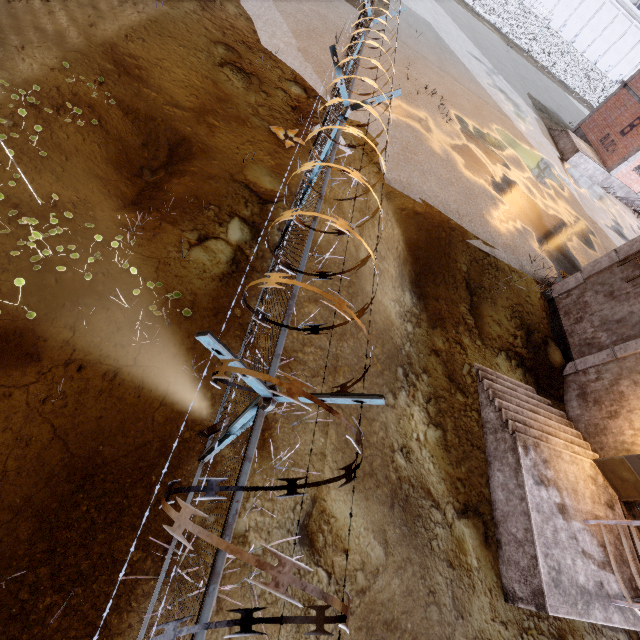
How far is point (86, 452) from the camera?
3.77m

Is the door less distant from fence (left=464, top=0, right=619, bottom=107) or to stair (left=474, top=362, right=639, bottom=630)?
stair (left=474, top=362, right=639, bottom=630)

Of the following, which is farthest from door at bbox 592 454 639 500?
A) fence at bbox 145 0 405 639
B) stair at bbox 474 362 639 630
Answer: fence at bbox 145 0 405 639

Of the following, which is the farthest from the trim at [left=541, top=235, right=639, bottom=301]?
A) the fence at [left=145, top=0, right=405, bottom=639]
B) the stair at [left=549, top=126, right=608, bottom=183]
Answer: the stair at [left=549, top=126, right=608, bottom=183]

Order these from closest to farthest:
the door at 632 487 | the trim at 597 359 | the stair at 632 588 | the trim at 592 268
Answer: the stair at 632 588, the door at 632 487, the trim at 597 359, the trim at 592 268

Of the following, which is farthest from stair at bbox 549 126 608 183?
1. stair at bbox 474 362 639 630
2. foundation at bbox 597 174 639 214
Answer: stair at bbox 474 362 639 630

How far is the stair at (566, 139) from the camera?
20.9m
